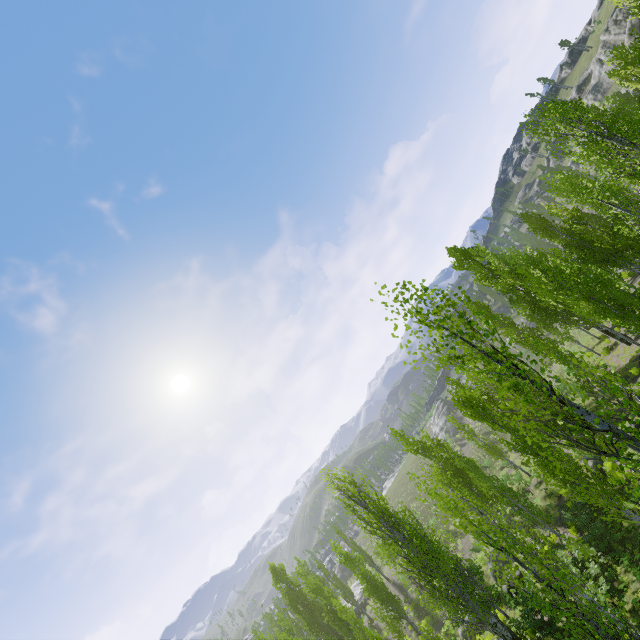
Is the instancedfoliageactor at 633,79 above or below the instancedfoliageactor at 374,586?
above

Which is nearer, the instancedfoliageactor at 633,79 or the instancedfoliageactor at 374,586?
the instancedfoliageactor at 374,586

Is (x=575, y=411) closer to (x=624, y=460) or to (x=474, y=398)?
(x=624, y=460)

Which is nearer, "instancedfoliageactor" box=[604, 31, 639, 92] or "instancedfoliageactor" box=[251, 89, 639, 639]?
"instancedfoliageactor" box=[251, 89, 639, 639]

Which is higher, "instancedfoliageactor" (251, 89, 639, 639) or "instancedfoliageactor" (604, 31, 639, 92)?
"instancedfoliageactor" (604, 31, 639, 92)
